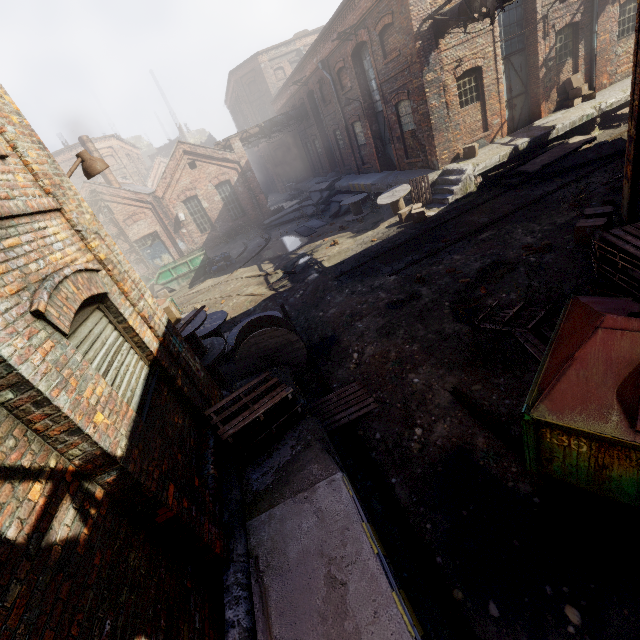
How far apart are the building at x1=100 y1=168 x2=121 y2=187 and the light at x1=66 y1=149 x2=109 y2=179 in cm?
2318

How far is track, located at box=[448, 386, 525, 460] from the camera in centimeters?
432cm

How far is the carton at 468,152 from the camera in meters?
13.5

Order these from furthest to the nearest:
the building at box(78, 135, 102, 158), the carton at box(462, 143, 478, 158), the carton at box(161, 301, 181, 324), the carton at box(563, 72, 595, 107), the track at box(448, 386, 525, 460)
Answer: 1. the building at box(78, 135, 102, 158)
2. the carton at box(563, 72, 595, 107)
3. the carton at box(462, 143, 478, 158)
4. the carton at box(161, 301, 181, 324)
5. the track at box(448, 386, 525, 460)

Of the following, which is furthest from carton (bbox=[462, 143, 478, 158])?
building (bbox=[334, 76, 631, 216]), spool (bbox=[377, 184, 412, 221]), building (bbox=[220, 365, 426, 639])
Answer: building (bbox=[220, 365, 426, 639])

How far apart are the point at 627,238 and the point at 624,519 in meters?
4.0 m

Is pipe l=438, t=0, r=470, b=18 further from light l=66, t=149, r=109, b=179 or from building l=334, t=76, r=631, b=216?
light l=66, t=149, r=109, b=179

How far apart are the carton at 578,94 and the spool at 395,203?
8.1m
